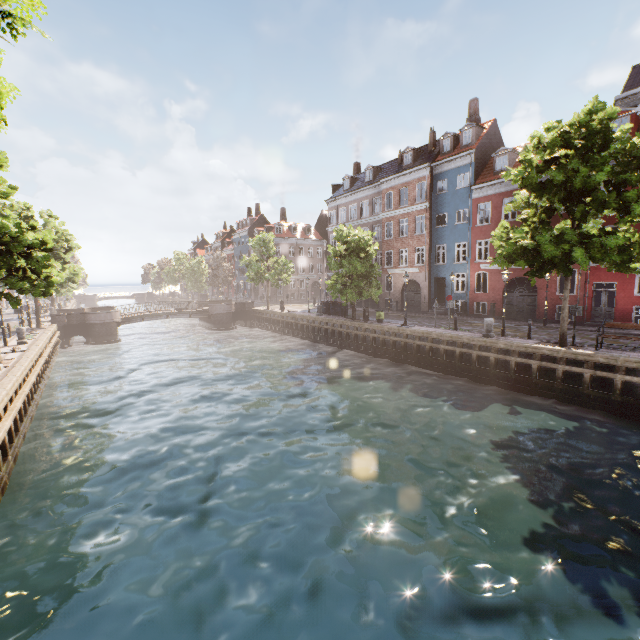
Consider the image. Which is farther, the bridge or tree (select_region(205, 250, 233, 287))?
tree (select_region(205, 250, 233, 287))

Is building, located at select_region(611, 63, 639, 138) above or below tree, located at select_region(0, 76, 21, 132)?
above

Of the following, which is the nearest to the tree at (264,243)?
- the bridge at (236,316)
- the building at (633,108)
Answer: the bridge at (236,316)

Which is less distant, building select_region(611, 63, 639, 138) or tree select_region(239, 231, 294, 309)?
building select_region(611, 63, 639, 138)

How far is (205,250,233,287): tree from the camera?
51.5m

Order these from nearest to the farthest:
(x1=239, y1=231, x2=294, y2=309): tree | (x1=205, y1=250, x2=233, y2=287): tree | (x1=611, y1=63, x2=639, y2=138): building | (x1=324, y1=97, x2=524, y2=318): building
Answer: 1. (x1=611, y1=63, x2=639, y2=138): building
2. (x1=324, y1=97, x2=524, y2=318): building
3. (x1=239, y1=231, x2=294, y2=309): tree
4. (x1=205, y1=250, x2=233, y2=287): tree

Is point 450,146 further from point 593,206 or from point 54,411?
point 54,411
